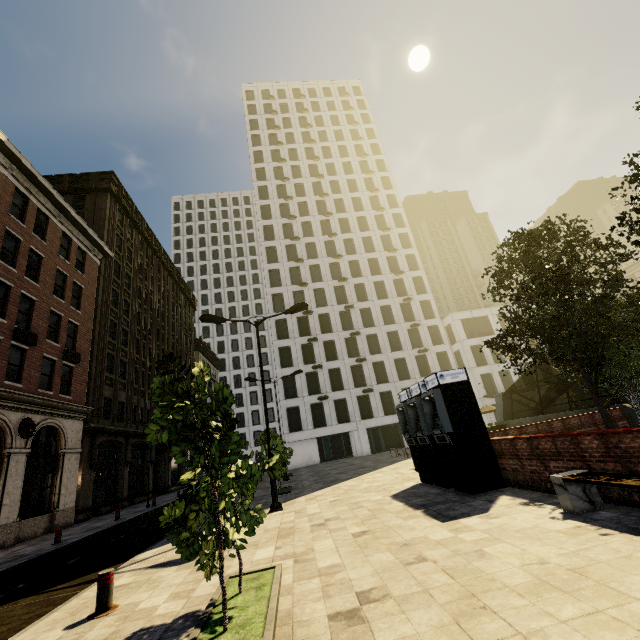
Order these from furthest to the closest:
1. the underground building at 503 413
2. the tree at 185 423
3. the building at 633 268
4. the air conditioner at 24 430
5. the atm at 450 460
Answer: the building at 633 268, the underground building at 503 413, the air conditioner at 24 430, the atm at 450 460, the tree at 185 423

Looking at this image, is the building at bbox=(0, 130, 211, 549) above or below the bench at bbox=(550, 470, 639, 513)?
above

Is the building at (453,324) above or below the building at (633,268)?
below

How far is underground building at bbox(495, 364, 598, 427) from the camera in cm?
1839

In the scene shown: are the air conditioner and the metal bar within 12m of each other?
no

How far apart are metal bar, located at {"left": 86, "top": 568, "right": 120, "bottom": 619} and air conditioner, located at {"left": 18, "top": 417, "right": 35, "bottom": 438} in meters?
15.8

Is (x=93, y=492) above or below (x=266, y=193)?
below

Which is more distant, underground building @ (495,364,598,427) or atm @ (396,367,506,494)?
underground building @ (495,364,598,427)
